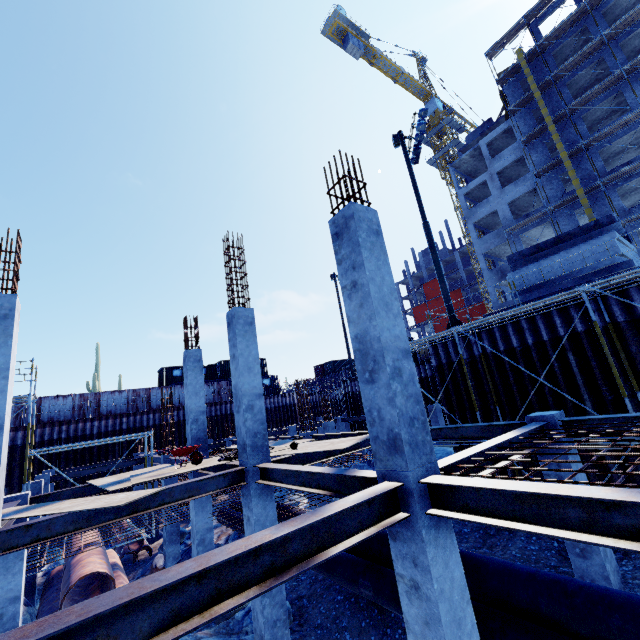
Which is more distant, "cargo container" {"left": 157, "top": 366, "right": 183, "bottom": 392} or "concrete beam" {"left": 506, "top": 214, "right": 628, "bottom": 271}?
"cargo container" {"left": 157, "top": 366, "right": 183, "bottom": 392}

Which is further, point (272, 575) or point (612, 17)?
point (612, 17)

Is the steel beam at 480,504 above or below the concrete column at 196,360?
below

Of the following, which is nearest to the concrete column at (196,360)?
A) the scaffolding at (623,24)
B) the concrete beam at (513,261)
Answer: the scaffolding at (623,24)

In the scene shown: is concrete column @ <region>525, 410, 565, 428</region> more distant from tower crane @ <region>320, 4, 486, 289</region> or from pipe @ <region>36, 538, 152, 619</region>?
tower crane @ <region>320, 4, 486, 289</region>

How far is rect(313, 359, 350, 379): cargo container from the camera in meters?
53.9

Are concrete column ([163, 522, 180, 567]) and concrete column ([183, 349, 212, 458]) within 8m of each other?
yes

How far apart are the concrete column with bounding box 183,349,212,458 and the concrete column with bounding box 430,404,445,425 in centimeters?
1429cm
